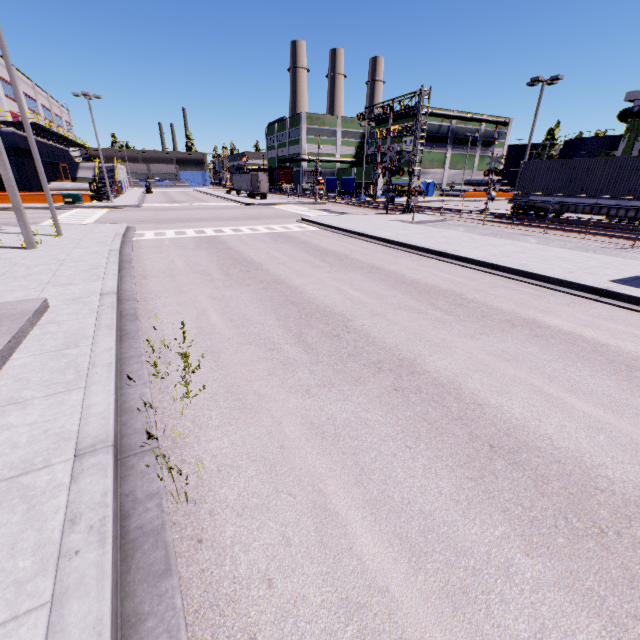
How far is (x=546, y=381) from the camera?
5.0 meters

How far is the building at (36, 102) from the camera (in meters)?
41.16

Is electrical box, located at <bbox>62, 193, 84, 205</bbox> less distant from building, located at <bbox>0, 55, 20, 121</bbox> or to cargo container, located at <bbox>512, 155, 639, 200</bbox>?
building, located at <bbox>0, 55, 20, 121</bbox>

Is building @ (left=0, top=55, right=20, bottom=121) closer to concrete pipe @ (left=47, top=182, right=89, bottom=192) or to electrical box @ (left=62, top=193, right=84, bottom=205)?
concrete pipe @ (left=47, top=182, right=89, bottom=192)

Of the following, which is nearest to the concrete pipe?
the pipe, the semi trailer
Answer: the semi trailer

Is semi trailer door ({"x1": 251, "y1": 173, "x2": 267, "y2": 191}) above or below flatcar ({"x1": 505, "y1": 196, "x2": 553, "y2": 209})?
above

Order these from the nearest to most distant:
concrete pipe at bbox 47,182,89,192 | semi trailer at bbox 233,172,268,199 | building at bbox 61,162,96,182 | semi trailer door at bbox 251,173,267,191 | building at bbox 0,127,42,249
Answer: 1. building at bbox 0,127,42,249
2. concrete pipe at bbox 47,182,89,192
3. semi trailer door at bbox 251,173,267,191
4. semi trailer at bbox 233,172,268,199
5. building at bbox 61,162,96,182

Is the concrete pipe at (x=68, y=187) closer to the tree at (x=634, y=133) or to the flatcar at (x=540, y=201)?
the tree at (x=634, y=133)
